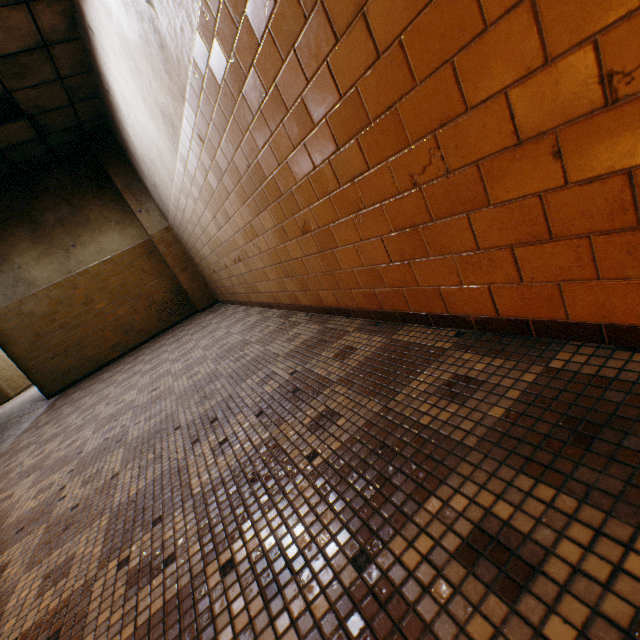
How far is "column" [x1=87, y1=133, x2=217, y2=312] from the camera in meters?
6.5

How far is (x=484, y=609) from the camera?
Answer: 0.6 meters

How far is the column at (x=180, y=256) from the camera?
6.47m
